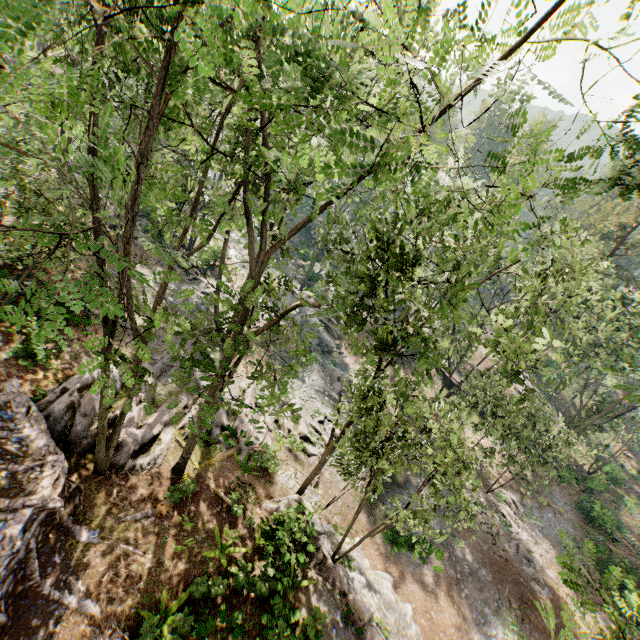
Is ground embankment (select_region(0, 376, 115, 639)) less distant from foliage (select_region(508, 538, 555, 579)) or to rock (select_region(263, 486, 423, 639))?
foliage (select_region(508, 538, 555, 579))

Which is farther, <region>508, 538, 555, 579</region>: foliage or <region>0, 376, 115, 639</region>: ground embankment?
<region>508, 538, 555, 579</region>: foliage

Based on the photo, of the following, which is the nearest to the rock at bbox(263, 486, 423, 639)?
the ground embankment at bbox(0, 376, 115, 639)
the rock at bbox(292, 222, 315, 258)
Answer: the ground embankment at bbox(0, 376, 115, 639)

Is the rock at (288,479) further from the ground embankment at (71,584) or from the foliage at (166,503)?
the ground embankment at (71,584)

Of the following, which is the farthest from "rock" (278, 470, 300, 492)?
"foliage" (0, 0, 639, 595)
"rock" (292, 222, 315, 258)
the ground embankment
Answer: "rock" (292, 222, 315, 258)

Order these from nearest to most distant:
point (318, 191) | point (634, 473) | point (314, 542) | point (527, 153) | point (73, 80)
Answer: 1. point (73, 80)
2. point (527, 153)
3. point (314, 542)
4. point (318, 191)
5. point (634, 473)

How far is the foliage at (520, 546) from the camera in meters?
23.5
